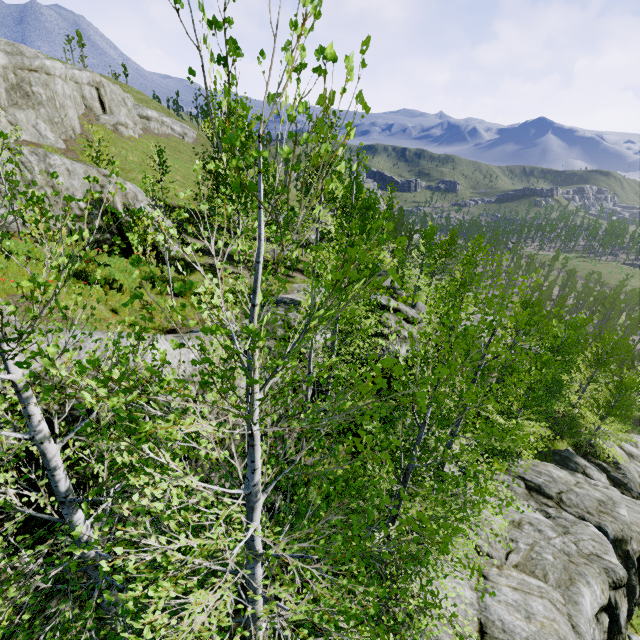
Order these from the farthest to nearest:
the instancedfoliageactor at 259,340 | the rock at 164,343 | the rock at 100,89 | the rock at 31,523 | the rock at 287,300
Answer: the rock at 287,300, the rock at 100,89, the rock at 164,343, the rock at 31,523, the instancedfoliageactor at 259,340

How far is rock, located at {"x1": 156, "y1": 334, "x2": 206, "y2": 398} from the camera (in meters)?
8.05

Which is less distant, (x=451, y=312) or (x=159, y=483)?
(x=159, y=483)

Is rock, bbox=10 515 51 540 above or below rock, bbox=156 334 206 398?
below

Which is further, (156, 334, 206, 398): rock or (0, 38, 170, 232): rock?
(0, 38, 170, 232): rock

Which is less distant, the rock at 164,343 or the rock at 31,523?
the rock at 31,523
